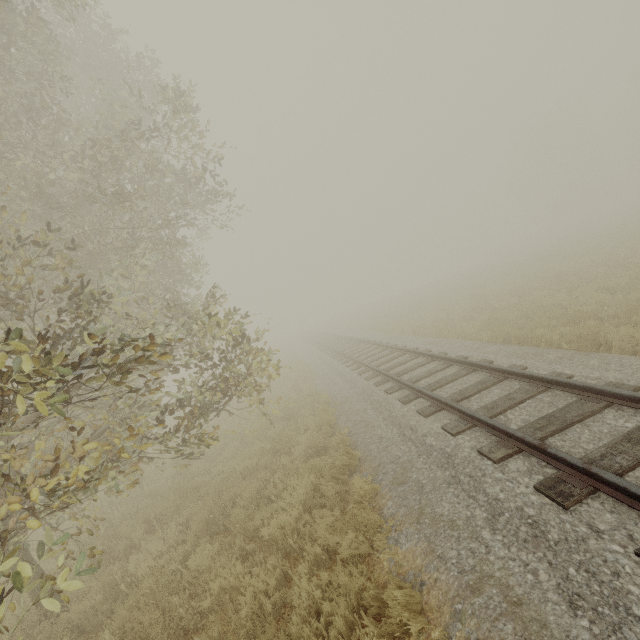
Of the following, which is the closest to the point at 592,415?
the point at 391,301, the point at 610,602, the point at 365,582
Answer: the point at 610,602
